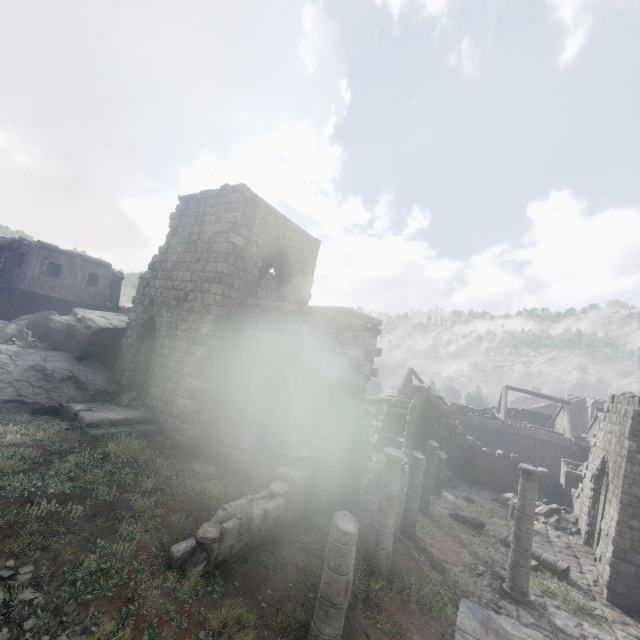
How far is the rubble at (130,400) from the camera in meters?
13.5

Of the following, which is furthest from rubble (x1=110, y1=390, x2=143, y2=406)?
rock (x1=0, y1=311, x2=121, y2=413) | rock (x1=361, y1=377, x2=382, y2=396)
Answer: rock (x1=361, y1=377, x2=382, y2=396)

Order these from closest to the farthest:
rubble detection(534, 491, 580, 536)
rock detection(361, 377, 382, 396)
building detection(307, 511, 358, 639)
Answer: building detection(307, 511, 358, 639), rubble detection(534, 491, 580, 536), rock detection(361, 377, 382, 396)

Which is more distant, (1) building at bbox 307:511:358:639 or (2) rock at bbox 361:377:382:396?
(2) rock at bbox 361:377:382:396

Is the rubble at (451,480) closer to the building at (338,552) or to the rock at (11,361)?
the building at (338,552)

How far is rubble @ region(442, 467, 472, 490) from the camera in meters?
19.2

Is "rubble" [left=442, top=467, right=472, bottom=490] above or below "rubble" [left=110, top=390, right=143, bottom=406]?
below

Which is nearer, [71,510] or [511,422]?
[71,510]
